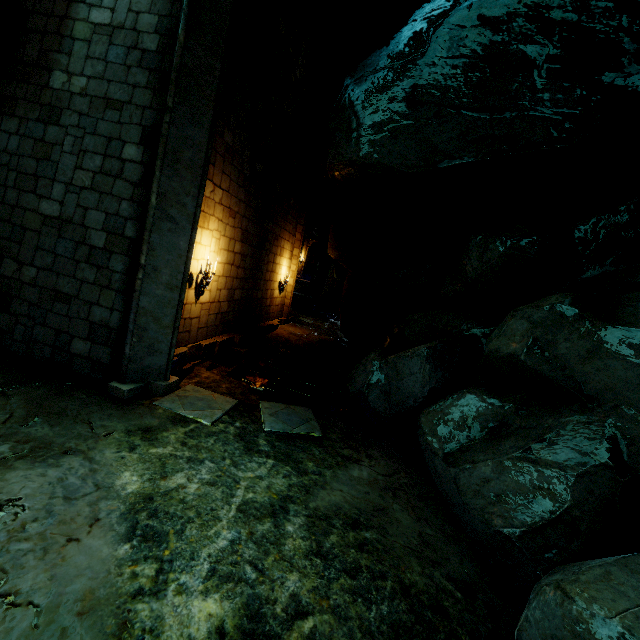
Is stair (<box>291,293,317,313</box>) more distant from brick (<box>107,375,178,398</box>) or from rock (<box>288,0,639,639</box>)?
brick (<box>107,375,178,398</box>)

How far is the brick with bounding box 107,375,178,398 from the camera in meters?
5.4

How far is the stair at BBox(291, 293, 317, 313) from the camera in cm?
2116

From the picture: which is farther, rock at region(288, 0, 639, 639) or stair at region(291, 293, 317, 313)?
stair at region(291, 293, 317, 313)

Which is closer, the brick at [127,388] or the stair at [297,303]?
the brick at [127,388]

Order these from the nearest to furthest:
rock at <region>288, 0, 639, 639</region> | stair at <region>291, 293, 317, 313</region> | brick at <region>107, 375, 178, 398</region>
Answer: rock at <region>288, 0, 639, 639</region>, brick at <region>107, 375, 178, 398</region>, stair at <region>291, 293, 317, 313</region>

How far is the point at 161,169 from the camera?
5.26m

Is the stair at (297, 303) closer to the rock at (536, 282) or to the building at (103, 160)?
the rock at (536, 282)
